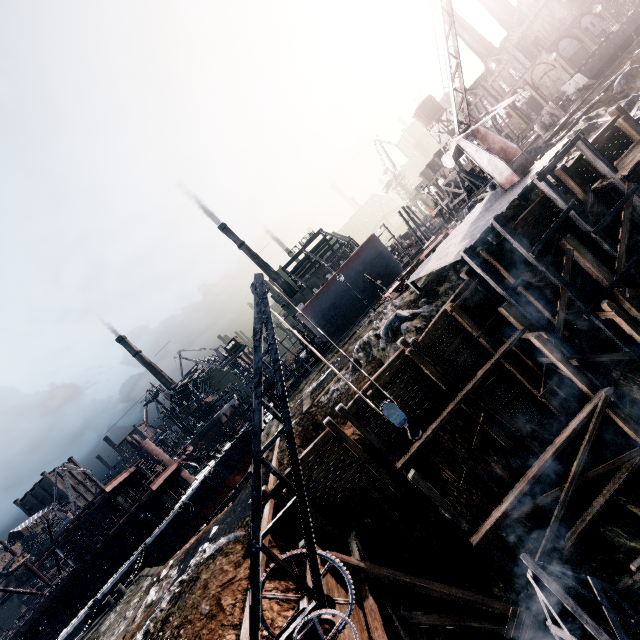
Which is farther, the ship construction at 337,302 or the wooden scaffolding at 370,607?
the ship construction at 337,302

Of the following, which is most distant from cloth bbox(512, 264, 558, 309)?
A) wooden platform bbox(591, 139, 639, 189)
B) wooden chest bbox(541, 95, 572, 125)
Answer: wooden chest bbox(541, 95, 572, 125)

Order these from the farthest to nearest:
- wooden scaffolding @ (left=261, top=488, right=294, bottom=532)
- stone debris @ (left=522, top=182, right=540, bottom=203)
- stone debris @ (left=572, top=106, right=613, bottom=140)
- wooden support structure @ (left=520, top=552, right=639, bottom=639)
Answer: stone debris @ (left=572, top=106, right=613, bottom=140)
stone debris @ (left=522, top=182, right=540, bottom=203)
wooden scaffolding @ (left=261, top=488, right=294, bottom=532)
wooden support structure @ (left=520, top=552, right=639, bottom=639)

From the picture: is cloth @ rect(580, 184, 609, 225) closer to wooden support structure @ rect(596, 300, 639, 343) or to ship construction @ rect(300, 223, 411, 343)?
wooden support structure @ rect(596, 300, 639, 343)

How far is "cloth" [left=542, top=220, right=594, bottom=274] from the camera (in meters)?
15.99

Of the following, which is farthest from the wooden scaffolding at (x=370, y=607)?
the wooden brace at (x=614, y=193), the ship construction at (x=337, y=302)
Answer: the ship construction at (x=337, y=302)

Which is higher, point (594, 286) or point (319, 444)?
point (319, 444)

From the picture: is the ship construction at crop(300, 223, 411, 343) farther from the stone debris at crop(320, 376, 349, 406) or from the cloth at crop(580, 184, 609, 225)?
the cloth at crop(580, 184, 609, 225)
